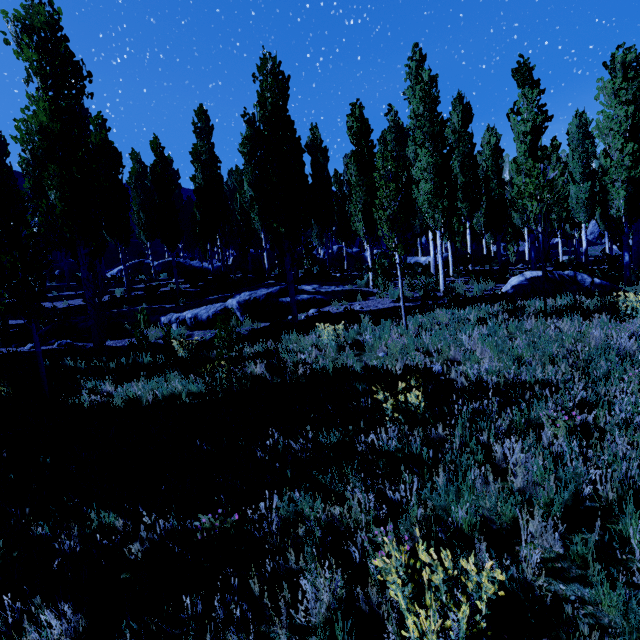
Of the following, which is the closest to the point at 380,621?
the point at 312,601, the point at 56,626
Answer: the point at 312,601

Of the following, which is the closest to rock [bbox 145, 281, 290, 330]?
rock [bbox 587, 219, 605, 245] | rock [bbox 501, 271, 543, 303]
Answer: rock [bbox 501, 271, 543, 303]

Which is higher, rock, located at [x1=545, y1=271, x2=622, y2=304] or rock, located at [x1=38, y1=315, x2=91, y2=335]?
rock, located at [x1=38, y1=315, x2=91, y2=335]

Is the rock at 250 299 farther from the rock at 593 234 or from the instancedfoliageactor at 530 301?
the rock at 593 234

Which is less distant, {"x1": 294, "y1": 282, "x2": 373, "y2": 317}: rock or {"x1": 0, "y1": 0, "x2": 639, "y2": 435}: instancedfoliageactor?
{"x1": 0, "y1": 0, "x2": 639, "y2": 435}: instancedfoliageactor

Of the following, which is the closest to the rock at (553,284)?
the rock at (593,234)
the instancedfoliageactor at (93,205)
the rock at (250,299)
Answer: the instancedfoliageactor at (93,205)

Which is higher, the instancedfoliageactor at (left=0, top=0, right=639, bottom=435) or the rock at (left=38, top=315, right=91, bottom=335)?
the instancedfoliageactor at (left=0, top=0, right=639, bottom=435)
